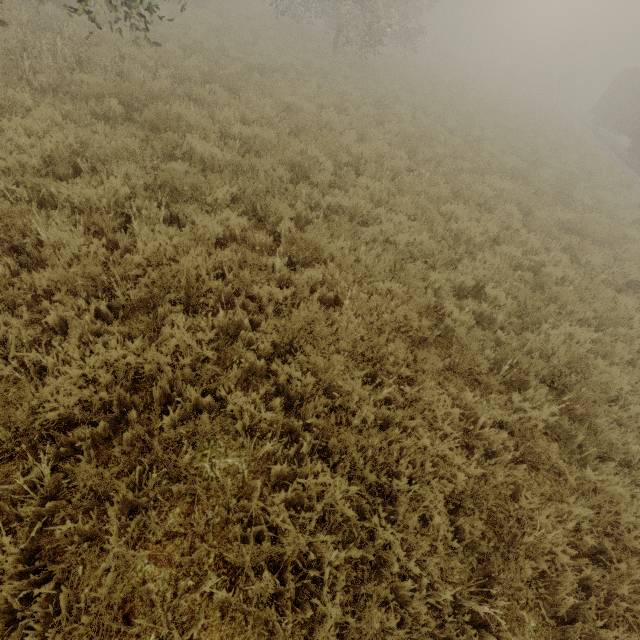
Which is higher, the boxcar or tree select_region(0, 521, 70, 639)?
the boxcar

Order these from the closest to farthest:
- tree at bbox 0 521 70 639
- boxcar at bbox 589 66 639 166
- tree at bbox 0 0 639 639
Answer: tree at bbox 0 521 70 639 → tree at bbox 0 0 639 639 → boxcar at bbox 589 66 639 166

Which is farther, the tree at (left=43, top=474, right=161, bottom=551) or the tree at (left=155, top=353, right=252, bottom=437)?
the tree at (left=155, top=353, right=252, bottom=437)

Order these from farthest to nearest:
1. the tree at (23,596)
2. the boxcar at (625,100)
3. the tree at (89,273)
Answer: the boxcar at (625,100)
the tree at (89,273)
the tree at (23,596)

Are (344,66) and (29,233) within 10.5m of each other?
no

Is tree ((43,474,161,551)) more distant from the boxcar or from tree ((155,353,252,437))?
the boxcar

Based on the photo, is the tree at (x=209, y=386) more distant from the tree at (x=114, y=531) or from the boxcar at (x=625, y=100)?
the boxcar at (x=625, y=100)
